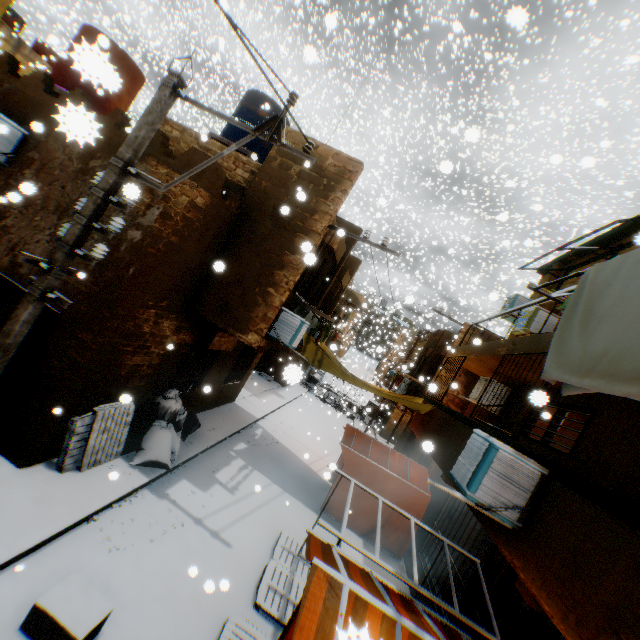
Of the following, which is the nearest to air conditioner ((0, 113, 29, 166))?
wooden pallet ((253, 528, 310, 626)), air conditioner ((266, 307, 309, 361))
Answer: air conditioner ((266, 307, 309, 361))

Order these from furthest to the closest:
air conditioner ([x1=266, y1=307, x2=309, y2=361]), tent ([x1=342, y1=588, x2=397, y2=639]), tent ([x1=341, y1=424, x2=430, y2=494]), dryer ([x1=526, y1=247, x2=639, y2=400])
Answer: tent ([x1=341, y1=424, x2=430, y2=494]) → air conditioner ([x1=266, y1=307, x2=309, y2=361]) → dryer ([x1=526, y1=247, x2=639, y2=400]) → tent ([x1=342, y1=588, x2=397, y2=639])

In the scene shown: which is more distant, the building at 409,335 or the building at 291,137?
the building at 409,335

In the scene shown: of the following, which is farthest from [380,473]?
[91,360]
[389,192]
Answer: A: [389,192]

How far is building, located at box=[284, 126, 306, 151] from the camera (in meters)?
7.62

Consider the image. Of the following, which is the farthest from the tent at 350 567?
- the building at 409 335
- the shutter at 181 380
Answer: A: the building at 409 335

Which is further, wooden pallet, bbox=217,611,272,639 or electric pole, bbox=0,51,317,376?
wooden pallet, bbox=217,611,272,639

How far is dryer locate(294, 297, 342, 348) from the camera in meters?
8.9
